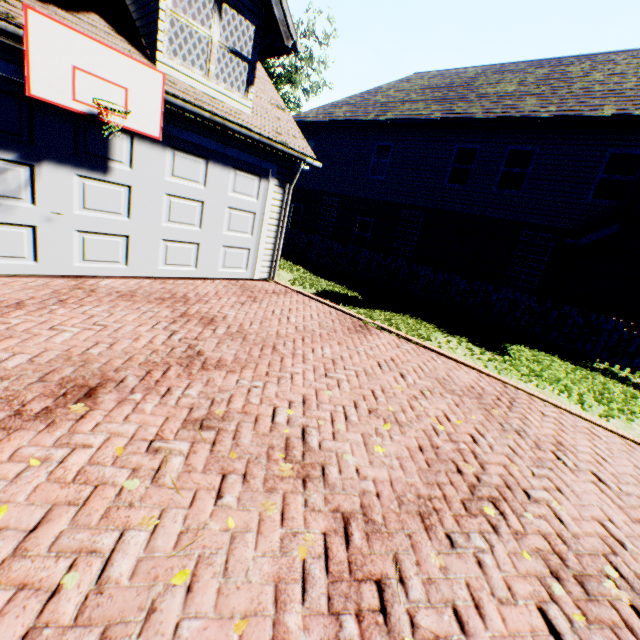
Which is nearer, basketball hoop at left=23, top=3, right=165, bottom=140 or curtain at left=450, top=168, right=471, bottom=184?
basketball hoop at left=23, top=3, right=165, bottom=140

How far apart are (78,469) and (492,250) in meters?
14.0 m

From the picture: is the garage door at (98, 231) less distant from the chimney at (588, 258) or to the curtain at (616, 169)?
the chimney at (588, 258)

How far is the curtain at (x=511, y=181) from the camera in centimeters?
1226cm

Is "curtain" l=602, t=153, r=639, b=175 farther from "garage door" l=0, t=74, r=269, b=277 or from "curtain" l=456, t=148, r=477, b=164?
"garage door" l=0, t=74, r=269, b=277

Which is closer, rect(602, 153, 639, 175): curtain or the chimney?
the chimney

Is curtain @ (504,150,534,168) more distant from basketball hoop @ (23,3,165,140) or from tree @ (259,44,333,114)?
tree @ (259,44,333,114)

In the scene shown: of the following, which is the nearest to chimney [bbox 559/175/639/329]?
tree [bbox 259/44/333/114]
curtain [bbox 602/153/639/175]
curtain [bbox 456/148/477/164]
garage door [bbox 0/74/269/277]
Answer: curtain [bbox 602/153/639/175]
